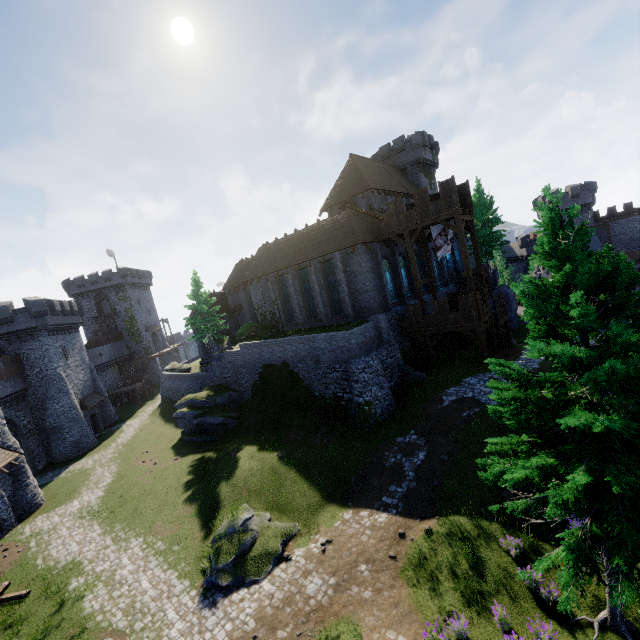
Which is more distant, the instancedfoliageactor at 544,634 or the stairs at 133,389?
the stairs at 133,389

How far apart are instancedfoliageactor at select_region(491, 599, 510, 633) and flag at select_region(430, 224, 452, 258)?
21.51m

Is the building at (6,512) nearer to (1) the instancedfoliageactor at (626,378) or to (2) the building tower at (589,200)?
(1) the instancedfoliageactor at (626,378)

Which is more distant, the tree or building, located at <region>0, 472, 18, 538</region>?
the tree

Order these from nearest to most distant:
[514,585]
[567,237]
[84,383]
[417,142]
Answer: [567,237]
[514,585]
[84,383]
[417,142]

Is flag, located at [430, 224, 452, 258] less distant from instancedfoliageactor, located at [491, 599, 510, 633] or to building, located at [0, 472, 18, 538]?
instancedfoliageactor, located at [491, 599, 510, 633]

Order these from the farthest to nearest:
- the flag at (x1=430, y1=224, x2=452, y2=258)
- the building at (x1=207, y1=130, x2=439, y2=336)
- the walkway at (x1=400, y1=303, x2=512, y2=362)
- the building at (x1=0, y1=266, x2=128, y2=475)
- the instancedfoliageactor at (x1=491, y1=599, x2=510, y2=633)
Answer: the building at (x1=0, y1=266, x2=128, y2=475) < the building at (x1=207, y1=130, x2=439, y2=336) < the flag at (x1=430, y1=224, x2=452, y2=258) < the walkway at (x1=400, y1=303, x2=512, y2=362) < the instancedfoliageactor at (x1=491, y1=599, x2=510, y2=633)

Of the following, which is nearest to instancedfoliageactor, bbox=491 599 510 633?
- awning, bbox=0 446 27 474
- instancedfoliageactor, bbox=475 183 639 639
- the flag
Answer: instancedfoliageactor, bbox=475 183 639 639
